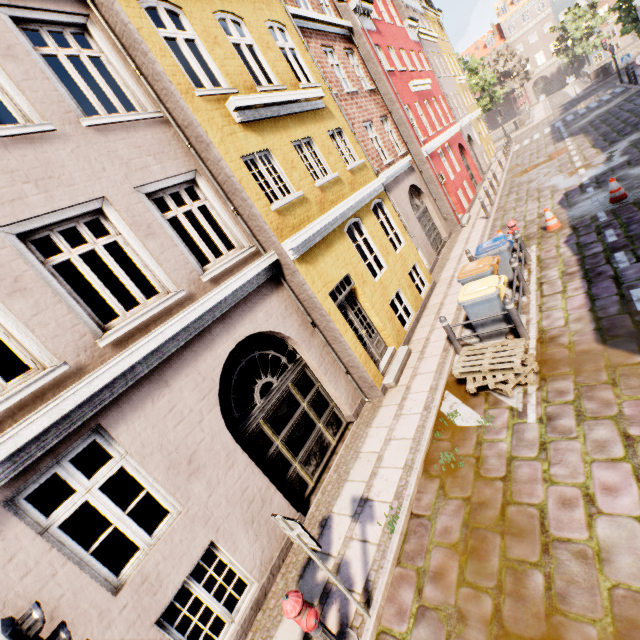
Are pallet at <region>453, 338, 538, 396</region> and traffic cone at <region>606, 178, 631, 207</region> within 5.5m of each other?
no

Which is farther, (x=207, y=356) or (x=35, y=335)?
(x=207, y=356)

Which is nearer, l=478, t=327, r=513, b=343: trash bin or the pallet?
the pallet

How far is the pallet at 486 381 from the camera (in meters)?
5.71

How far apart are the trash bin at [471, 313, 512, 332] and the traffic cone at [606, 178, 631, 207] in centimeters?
571cm

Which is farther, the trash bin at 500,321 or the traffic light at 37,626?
the trash bin at 500,321

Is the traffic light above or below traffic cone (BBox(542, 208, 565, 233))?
Answer: above

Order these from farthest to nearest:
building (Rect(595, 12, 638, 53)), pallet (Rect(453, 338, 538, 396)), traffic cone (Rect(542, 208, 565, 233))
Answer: building (Rect(595, 12, 638, 53)) < traffic cone (Rect(542, 208, 565, 233)) < pallet (Rect(453, 338, 538, 396))
